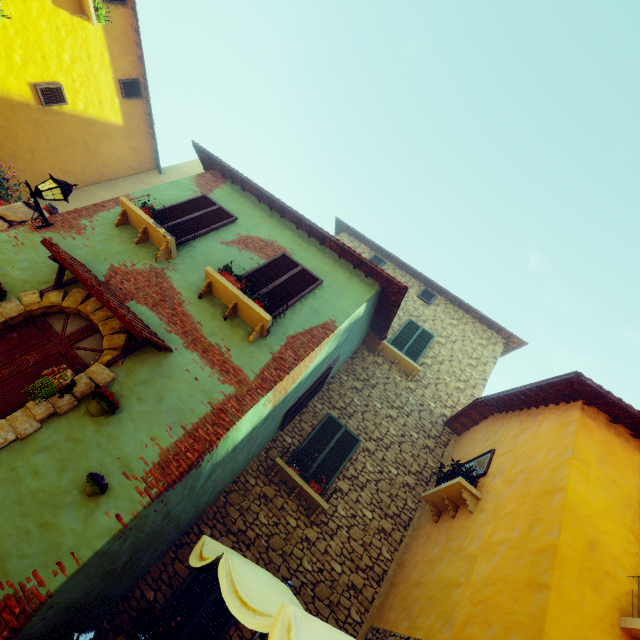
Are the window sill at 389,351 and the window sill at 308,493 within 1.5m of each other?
no

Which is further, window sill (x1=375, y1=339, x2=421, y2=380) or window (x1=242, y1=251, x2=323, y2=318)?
window sill (x1=375, y1=339, x2=421, y2=380)

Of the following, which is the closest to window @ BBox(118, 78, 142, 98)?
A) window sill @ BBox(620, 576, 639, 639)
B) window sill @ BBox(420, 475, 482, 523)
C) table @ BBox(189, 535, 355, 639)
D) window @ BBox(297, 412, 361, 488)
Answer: window sill @ BBox(620, 576, 639, 639)

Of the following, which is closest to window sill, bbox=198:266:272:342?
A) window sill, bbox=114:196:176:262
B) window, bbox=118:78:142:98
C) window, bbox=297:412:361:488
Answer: window, bbox=118:78:142:98

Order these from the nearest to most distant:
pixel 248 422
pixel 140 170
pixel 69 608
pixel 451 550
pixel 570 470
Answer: pixel 69 608 → pixel 570 470 → pixel 248 422 → pixel 451 550 → pixel 140 170

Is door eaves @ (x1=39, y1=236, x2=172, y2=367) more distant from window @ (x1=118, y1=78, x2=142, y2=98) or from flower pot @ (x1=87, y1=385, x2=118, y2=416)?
window @ (x1=118, y1=78, x2=142, y2=98)

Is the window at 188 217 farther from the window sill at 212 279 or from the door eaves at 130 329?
the door eaves at 130 329

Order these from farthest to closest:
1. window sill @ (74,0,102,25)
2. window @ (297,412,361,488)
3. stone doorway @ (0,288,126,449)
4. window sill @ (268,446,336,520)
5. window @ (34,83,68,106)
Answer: window @ (34,83,68,106) → window sill @ (74,0,102,25) → window @ (297,412,361,488) → window sill @ (268,446,336,520) → stone doorway @ (0,288,126,449)
